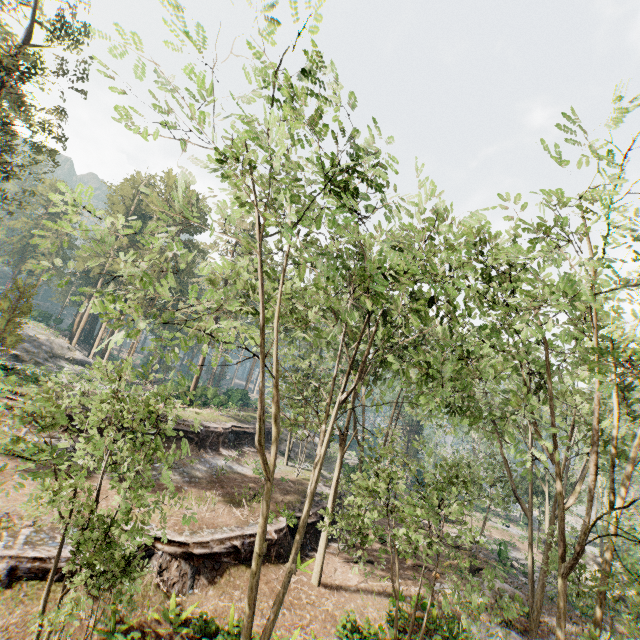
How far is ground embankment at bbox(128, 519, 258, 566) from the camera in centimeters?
1466cm

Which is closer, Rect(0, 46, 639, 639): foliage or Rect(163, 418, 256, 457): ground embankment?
Rect(0, 46, 639, 639): foliage

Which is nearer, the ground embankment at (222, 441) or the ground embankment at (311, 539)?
the ground embankment at (311, 539)

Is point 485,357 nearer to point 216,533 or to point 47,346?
point 216,533

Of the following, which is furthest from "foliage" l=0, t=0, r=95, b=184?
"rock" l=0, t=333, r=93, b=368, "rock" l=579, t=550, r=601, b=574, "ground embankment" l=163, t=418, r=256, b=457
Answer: "ground embankment" l=163, t=418, r=256, b=457

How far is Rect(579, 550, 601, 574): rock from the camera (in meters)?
29.38

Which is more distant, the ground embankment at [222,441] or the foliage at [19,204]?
the ground embankment at [222,441]
